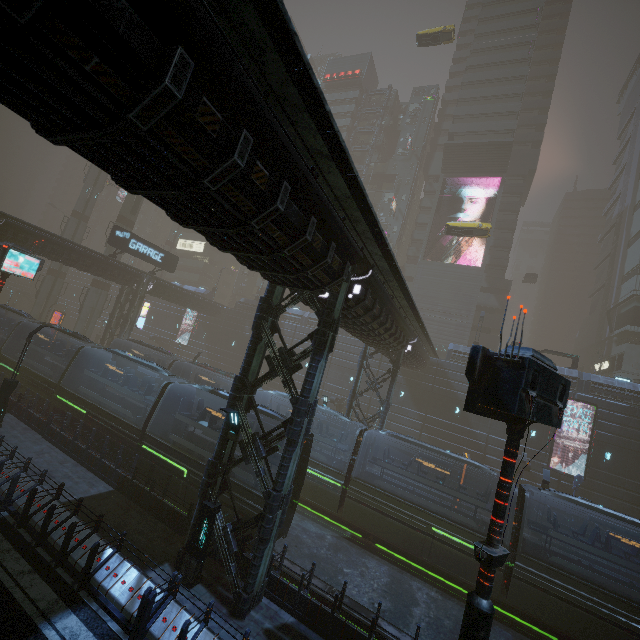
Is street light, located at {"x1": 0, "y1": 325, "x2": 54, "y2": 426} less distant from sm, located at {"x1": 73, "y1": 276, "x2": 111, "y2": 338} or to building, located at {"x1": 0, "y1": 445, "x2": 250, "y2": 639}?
building, located at {"x1": 0, "y1": 445, "x2": 250, "y2": 639}

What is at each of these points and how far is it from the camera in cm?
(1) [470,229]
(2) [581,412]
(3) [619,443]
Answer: (1) taxi, 3303
(2) building, 2870
(3) building, 2723

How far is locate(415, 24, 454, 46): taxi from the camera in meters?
36.9

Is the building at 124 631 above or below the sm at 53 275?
below

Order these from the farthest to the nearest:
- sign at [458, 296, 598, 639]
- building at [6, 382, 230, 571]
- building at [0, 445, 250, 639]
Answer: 1. building at [6, 382, 230, 571]
2. building at [0, 445, 250, 639]
3. sign at [458, 296, 598, 639]

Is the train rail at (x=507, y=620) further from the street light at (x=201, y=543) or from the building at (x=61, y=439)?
the street light at (x=201, y=543)

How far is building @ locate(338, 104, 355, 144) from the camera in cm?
5903

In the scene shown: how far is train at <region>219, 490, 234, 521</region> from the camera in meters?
13.5
